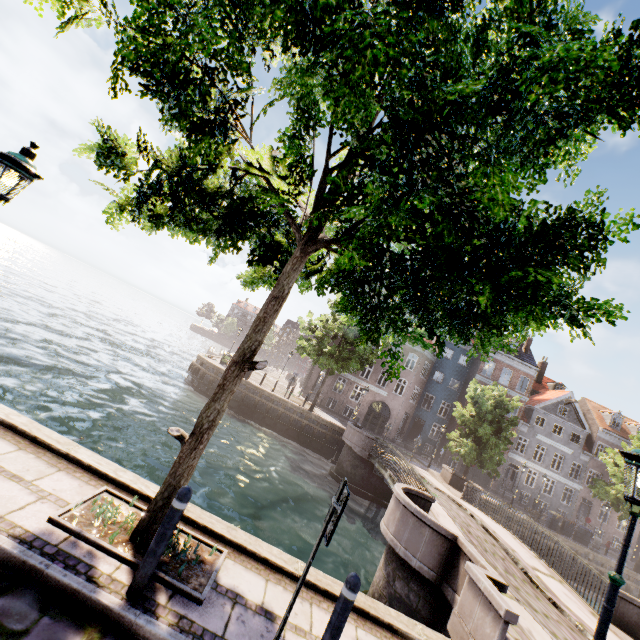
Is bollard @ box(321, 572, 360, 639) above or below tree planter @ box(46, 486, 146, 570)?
above

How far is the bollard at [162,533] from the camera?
3.2 meters

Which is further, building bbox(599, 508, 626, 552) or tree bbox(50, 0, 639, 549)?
building bbox(599, 508, 626, 552)

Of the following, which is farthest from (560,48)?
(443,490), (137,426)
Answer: (443,490)

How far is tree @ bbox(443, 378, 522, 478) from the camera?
23.58m

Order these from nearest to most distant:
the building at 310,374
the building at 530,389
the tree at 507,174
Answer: the tree at 507,174, the building at 530,389, the building at 310,374

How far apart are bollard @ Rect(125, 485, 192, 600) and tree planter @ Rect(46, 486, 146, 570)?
0.21m
